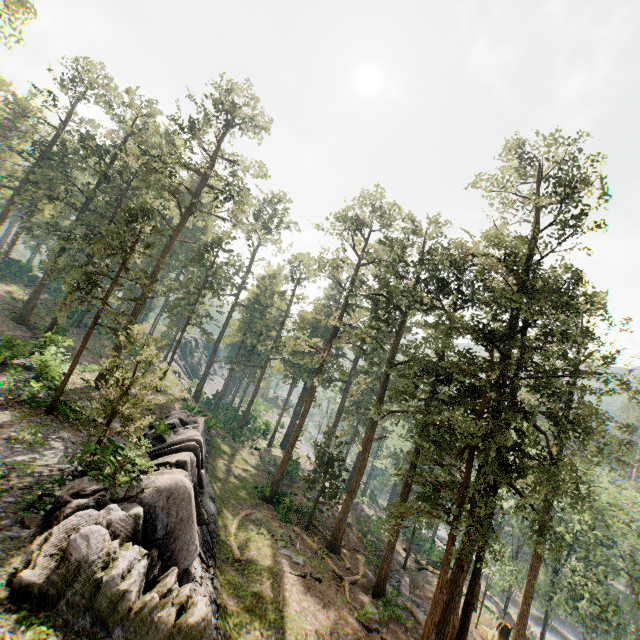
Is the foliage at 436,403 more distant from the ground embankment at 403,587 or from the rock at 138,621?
the rock at 138,621

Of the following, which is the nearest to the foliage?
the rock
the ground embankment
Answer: the ground embankment

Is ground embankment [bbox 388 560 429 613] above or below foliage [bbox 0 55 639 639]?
below

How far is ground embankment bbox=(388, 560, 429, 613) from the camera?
24.1 meters

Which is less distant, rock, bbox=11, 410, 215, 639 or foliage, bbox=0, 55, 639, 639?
rock, bbox=11, 410, 215, 639

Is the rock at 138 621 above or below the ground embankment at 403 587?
above

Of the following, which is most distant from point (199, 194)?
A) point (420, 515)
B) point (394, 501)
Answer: point (420, 515)

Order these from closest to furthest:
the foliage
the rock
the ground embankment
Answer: the rock < the foliage < the ground embankment
